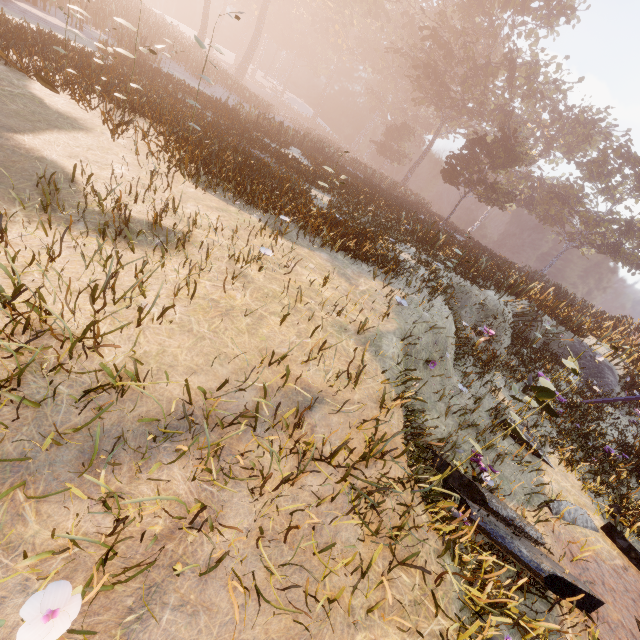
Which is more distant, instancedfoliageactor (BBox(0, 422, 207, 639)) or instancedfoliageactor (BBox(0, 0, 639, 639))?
instancedfoliageactor (BBox(0, 0, 639, 639))

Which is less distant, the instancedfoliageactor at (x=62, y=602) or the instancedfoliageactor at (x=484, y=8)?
the instancedfoliageactor at (x=62, y=602)

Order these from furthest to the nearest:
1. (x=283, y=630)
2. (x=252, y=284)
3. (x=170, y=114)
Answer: (x=170, y=114) → (x=252, y=284) → (x=283, y=630)

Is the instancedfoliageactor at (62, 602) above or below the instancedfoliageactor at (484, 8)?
→ below

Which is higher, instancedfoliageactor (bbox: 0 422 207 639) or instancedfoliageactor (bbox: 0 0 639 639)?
instancedfoliageactor (bbox: 0 0 639 639)
